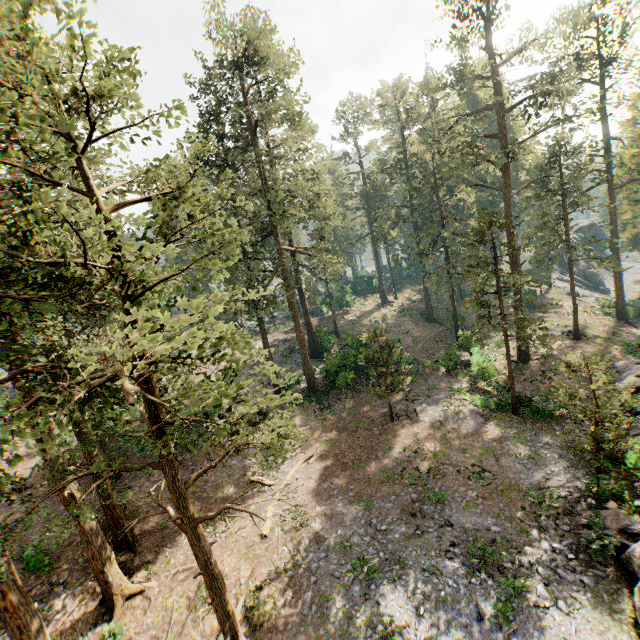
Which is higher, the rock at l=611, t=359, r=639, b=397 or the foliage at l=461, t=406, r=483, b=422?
the foliage at l=461, t=406, r=483, b=422

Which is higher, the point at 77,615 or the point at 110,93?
the point at 110,93

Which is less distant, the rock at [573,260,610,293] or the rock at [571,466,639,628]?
the rock at [571,466,639,628]

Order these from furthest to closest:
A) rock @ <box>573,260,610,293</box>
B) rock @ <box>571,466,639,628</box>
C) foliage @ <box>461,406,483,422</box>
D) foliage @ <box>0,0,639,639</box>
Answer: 1. rock @ <box>573,260,610,293</box>
2. foliage @ <box>461,406,483,422</box>
3. rock @ <box>571,466,639,628</box>
4. foliage @ <box>0,0,639,639</box>

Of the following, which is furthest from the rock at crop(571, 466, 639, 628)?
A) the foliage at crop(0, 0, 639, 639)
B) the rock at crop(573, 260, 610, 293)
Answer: the rock at crop(573, 260, 610, 293)

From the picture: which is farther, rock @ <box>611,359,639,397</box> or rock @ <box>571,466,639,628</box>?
rock @ <box>611,359,639,397</box>

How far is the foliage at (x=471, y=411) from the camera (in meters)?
22.48

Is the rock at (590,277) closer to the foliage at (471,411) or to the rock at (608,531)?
the foliage at (471,411)
